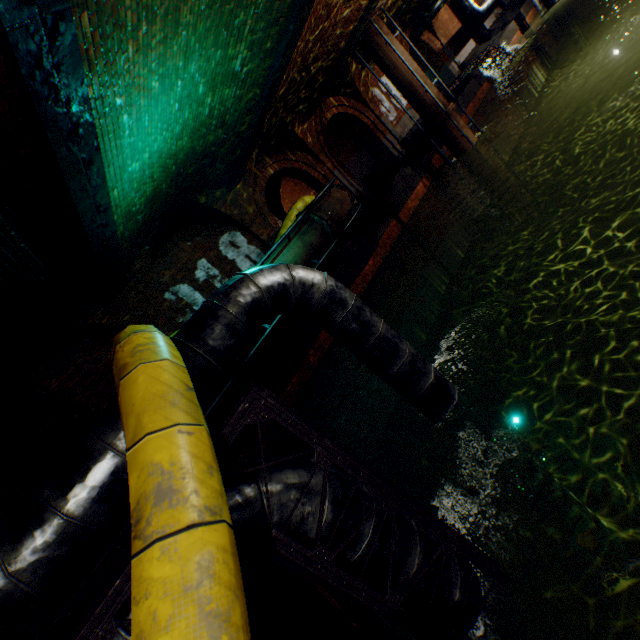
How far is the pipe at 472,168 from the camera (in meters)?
12.53

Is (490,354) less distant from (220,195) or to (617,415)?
(617,415)

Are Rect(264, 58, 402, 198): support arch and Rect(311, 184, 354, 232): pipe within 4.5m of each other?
yes

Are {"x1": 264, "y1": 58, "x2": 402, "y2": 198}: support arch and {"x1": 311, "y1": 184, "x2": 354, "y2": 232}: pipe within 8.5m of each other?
yes

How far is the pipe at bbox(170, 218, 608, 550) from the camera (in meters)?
3.14

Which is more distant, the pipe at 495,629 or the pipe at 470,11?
the pipe at 470,11

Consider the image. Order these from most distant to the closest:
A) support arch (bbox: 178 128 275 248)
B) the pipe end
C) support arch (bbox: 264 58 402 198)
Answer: support arch (bbox: 264 58 402 198)
support arch (bbox: 178 128 275 248)
the pipe end

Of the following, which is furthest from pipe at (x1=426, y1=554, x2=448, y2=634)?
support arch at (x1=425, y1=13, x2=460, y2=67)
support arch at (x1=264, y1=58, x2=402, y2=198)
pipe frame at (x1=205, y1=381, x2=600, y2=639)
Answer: Answer: support arch at (x1=425, y1=13, x2=460, y2=67)
